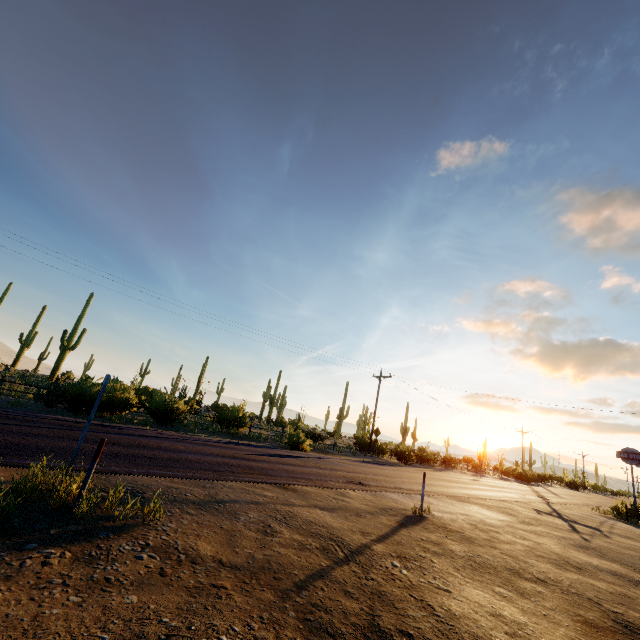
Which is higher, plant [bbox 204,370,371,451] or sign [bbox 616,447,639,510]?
sign [bbox 616,447,639,510]

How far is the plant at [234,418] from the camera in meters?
20.8 m

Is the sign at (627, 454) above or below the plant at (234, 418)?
above

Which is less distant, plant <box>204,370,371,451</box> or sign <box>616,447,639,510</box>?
plant <box>204,370,371,451</box>

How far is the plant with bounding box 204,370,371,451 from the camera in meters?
20.8

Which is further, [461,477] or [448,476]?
[461,477]
